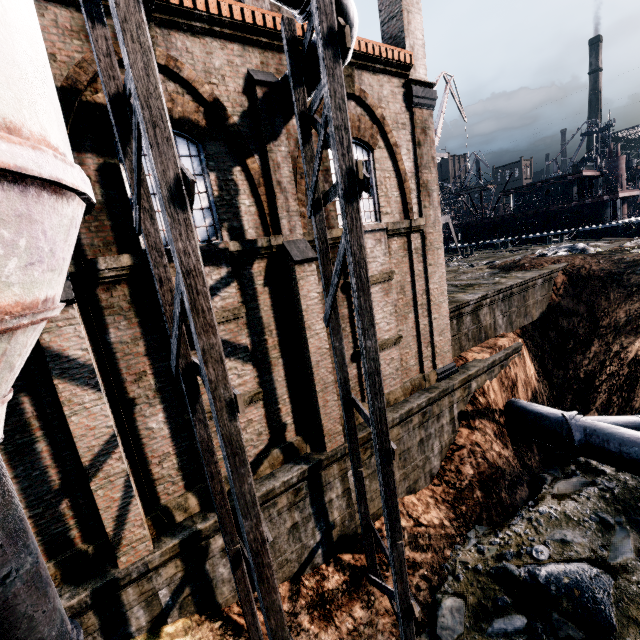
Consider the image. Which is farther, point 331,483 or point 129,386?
point 331,483

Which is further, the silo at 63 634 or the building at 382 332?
the building at 382 332

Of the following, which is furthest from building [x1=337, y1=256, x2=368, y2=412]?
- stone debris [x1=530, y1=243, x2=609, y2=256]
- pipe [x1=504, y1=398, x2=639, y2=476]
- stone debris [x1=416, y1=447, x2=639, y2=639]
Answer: stone debris [x1=530, y1=243, x2=609, y2=256]

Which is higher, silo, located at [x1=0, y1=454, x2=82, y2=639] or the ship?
the ship

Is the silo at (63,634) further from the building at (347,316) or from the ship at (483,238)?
the ship at (483,238)

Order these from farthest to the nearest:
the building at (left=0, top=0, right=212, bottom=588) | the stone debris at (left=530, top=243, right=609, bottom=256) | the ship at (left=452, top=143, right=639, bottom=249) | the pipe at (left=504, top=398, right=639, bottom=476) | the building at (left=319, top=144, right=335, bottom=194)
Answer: the ship at (left=452, top=143, right=639, bottom=249) → the stone debris at (left=530, top=243, right=609, bottom=256) → the pipe at (left=504, top=398, right=639, bottom=476) → the building at (left=319, top=144, right=335, bottom=194) → the building at (left=0, top=0, right=212, bottom=588)

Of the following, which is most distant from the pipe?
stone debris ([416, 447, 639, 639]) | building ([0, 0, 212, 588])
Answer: building ([0, 0, 212, 588])

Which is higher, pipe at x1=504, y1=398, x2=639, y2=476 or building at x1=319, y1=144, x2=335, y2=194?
building at x1=319, y1=144, x2=335, y2=194
